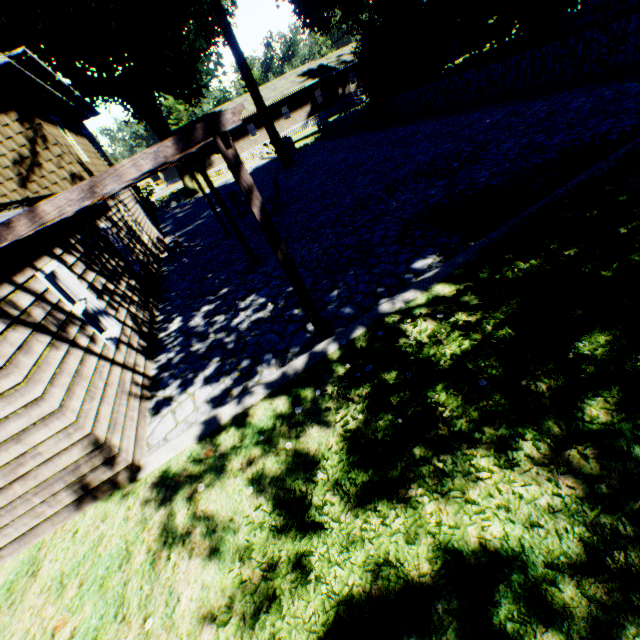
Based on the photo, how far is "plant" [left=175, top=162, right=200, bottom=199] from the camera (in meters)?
32.41

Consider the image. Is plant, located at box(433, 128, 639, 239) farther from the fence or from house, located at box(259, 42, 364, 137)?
house, located at box(259, 42, 364, 137)

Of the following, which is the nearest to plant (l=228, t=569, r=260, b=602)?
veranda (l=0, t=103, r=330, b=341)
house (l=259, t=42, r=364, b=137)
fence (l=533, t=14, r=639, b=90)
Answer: fence (l=533, t=14, r=639, b=90)

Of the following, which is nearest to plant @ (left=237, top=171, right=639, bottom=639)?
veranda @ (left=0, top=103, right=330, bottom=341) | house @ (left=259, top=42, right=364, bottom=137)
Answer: house @ (left=259, top=42, right=364, bottom=137)

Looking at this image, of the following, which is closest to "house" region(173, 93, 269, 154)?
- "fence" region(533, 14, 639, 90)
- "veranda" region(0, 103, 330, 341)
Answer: "fence" region(533, 14, 639, 90)

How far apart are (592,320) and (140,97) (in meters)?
33.29

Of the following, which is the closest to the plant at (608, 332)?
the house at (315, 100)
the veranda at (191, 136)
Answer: the house at (315, 100)

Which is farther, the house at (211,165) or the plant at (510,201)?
the house at (211,165)
